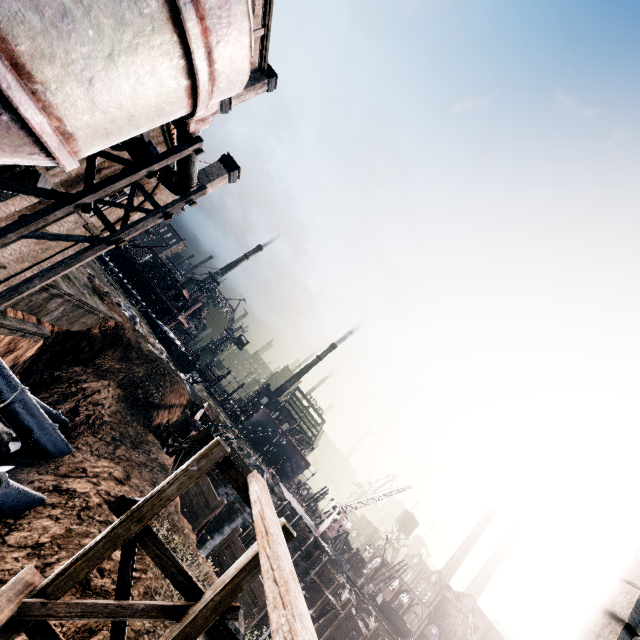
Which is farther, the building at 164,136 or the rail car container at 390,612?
the rail car container at 390,612

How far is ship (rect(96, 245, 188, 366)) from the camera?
55.22m

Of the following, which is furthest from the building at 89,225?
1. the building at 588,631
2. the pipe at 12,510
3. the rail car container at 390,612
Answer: the rail car container at 390,612

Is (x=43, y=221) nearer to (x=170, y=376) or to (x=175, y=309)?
(x=170, y=376)

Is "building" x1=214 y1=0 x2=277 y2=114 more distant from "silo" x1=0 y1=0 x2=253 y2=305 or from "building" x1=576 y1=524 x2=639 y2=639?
"building" x1=576 y1=524 x2=639 y2=639

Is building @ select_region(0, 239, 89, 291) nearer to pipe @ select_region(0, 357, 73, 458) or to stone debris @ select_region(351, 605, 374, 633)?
pipe @ select_region(0, 357, 73, 458)

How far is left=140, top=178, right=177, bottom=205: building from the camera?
17.4 meters

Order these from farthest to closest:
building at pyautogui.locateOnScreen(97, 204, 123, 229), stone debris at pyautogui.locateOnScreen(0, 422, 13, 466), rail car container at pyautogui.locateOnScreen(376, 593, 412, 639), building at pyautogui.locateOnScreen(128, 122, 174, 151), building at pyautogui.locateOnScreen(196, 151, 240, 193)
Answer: rail car container at pyautogui.locateOnScreen(376, 593, 412, 639)
building at pyautogui.locateOnScreen(196, 151, 240, 193)
stone debris at pyautogui.locateOnScreen(0, 422, 13, 466)
building at pyautogui.locateOnScreen(97, 204, 123, 229)
building at pyautogui.locateOnScreen(128, 122, 174, 151)
